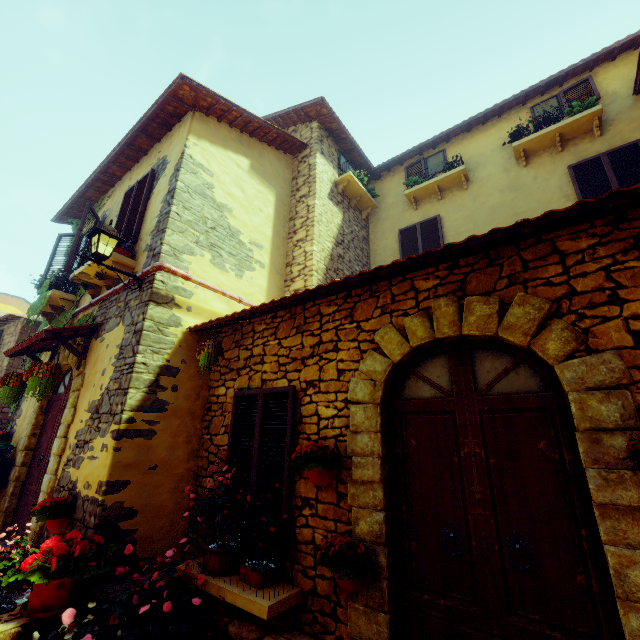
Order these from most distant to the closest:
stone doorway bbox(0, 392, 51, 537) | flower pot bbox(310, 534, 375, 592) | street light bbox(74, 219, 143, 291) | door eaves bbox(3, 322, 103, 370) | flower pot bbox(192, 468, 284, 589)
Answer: stone doorway bbox(0, 392, 51, 537) → door eaves bbox(3, 322, 103, 370) → street light bbox(74, 219, 143, 291) → flower pot bbox(192, 468, 284, 589) → flower pot bbox(310, 534, 375, 592)

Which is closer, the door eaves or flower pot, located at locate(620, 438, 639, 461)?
flower pot, located at locate(620, 438, 639, 461)

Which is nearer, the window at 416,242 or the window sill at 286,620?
the window sill at 286,620

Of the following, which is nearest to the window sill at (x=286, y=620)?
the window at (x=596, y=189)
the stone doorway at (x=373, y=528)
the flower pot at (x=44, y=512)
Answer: the stone doorway at (x=373, y=528)

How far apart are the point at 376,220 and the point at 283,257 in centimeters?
356cm

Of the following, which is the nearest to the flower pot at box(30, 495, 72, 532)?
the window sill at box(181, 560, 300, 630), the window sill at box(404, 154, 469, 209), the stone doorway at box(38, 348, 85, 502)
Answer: the stone doorway at box(38, 348, 85, 502)

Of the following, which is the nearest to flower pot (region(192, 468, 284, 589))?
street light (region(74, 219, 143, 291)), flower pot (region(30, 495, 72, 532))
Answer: flower pot (region(30, 495, 72, 532))

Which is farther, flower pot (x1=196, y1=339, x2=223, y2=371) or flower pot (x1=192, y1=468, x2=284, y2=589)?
flower pot (x1=196, y1=339, x2=223, y2=371)
